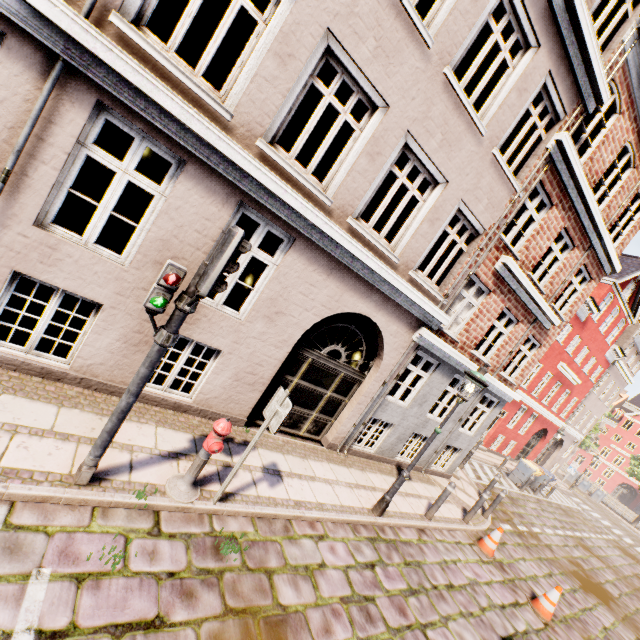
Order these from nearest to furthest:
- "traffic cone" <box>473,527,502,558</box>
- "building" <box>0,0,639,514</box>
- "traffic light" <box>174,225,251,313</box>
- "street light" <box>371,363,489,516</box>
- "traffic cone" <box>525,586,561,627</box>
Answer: "traffic light" <box>174,225,251,313</box>
"building" <box>0,0,639,514</box>
"street light" <box>371,363,489,516</box>
"traffic cone" <box>525,586,561,627</box>
"traffic cone" <box>473,527,502,558</box>

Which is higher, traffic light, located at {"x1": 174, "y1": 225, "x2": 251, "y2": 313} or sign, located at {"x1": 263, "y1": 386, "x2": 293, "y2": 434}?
traffic light, located at {"x1": 174, "y1": 225, "x2": 251, "y2": 313}

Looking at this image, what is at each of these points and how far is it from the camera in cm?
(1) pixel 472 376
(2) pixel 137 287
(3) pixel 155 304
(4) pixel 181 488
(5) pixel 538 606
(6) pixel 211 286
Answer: (1) street light, 622
(2) building, 487
(3) pedestrian light, 328
(4) hydrant, 436
(5) traffic cone, 730
(6) traffic light, 314

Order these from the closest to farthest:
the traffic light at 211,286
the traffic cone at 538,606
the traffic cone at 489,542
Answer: the traffic light at 211,286 → the traffic cone at 538,606 → the traffic cone at 489,542

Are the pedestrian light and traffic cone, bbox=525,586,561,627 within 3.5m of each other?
no

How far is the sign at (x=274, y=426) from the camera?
4.2m

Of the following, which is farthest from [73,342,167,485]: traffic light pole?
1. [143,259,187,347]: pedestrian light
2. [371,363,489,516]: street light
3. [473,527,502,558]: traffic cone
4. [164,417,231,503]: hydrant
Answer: [473,527,502,558]: traffic cone

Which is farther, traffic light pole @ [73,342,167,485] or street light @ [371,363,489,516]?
street light @ [371,363,489,516]
